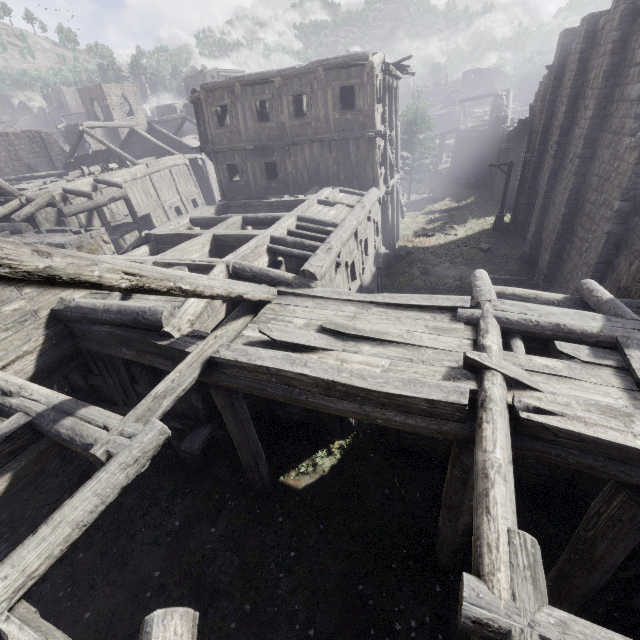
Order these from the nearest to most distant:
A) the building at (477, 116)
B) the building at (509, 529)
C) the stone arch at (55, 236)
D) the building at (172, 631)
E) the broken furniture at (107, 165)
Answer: the building at (172, 631) → the building at (509, 529) → the stone arch at (55, 236) → the broken furniture at (107, 165) → the building at (477, 116)

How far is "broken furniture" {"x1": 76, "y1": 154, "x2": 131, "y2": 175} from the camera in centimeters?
2298cm

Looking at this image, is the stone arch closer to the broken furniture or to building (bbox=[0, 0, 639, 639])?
building (bbox=[0, 0, 639, 639])

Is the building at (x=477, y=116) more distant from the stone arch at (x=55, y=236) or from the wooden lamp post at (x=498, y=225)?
the wooden lamp post at (x=498, y=225)

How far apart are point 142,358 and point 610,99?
17.8 meters

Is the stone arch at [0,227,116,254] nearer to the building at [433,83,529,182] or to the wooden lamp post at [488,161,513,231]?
the building at [433,83,529,182]

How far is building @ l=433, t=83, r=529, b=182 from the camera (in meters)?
34.69

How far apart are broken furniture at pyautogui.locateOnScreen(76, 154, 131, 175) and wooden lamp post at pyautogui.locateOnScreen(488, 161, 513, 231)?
28.3m
